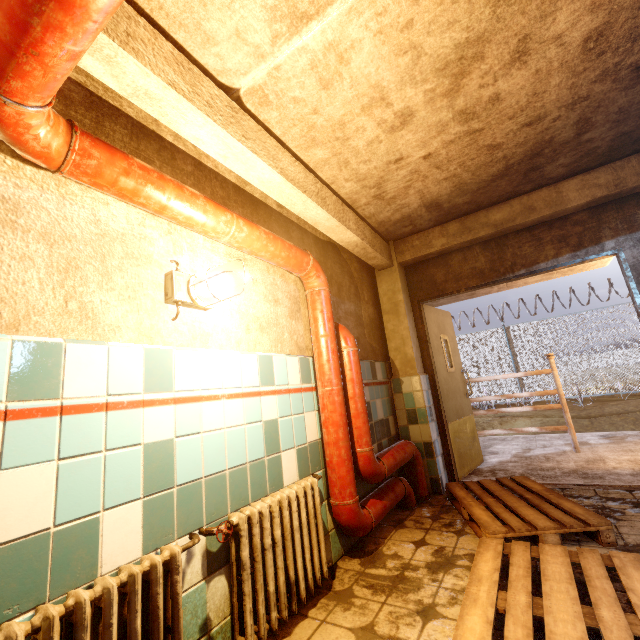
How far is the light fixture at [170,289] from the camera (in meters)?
1.62

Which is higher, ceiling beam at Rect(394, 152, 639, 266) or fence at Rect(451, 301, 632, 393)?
ceiling beam at Rect(394, 152, 639, 266)

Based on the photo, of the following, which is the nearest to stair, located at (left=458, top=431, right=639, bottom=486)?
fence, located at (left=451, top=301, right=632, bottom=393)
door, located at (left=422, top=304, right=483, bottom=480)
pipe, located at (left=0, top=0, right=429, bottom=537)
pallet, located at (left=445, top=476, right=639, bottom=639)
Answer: door, located at (left=422, top=304, right=483, bottom=480)

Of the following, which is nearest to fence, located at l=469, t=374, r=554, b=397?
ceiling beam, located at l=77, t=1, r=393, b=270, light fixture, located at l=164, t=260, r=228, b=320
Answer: ceiling beam, located at l=77, t=1, r=393, b=270

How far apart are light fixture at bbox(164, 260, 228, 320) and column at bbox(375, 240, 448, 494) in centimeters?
261cm

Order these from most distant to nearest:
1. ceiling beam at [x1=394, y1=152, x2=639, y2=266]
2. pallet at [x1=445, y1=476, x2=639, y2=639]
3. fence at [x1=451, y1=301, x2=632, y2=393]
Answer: fence at [x1=451, y1=301, x2=632, y2=393] < ceiling beam at [x1=394, y1=152, x2=639, y2=266] < pallet at [x1=445, y1=476, x2=639, y2=639]

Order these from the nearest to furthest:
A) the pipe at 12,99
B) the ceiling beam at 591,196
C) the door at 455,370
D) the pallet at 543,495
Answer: the pipe at 12,99
the pallet at 543,495
the ceiling beam at 591,196
the door at 455,370

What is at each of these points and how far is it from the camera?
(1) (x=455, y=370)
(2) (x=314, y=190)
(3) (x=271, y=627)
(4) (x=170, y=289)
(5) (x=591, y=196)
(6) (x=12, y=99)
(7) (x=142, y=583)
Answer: (1) door, 4.54m
(2) ceiling beam, 2.60m
(3) radiator, 1.57m
(4) light fixture, 1.62m
(5) ceiling beam, 3.12m
(6) pipe, 0.94m
(7) radiator, 1.21m
